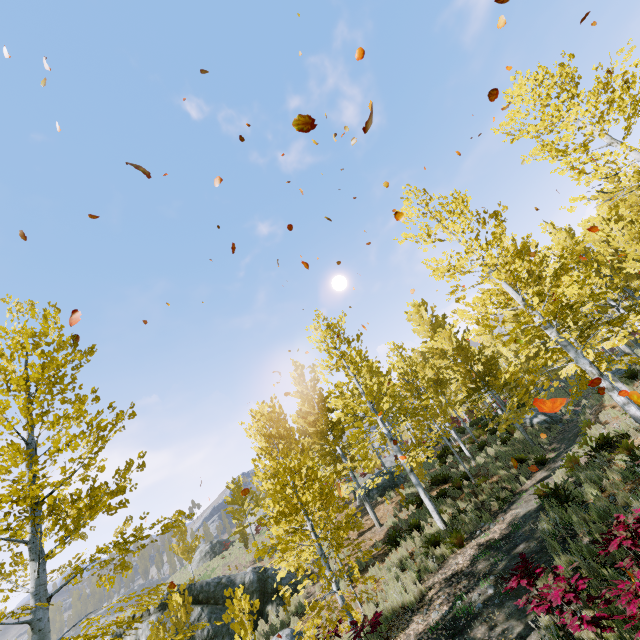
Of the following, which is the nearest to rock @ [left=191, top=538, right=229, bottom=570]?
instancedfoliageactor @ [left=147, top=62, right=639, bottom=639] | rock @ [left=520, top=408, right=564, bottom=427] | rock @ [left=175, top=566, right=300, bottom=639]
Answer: instancedfoliageactor @ [left=147, top=62, right=639, bottom=639]

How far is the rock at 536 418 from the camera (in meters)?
18.50

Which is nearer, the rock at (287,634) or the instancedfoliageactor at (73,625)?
the instancedfoliageactor at (73,625)

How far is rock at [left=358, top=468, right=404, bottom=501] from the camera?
21.5m

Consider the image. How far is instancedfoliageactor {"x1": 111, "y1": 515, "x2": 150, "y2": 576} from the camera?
5.4 meters

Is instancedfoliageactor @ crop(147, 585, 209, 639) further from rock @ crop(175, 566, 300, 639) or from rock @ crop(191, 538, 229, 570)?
rock @ crop(191, 538, 229, 570)

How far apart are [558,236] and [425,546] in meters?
21.8 m

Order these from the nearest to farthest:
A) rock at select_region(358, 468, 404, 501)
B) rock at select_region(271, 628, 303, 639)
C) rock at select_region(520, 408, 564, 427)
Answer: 1. rock at select_region(271, 628, 303, 639)
2. rock at select_region(520, 408, 564, 427)
3. rock at select_region(358, 468, 404, 501)
